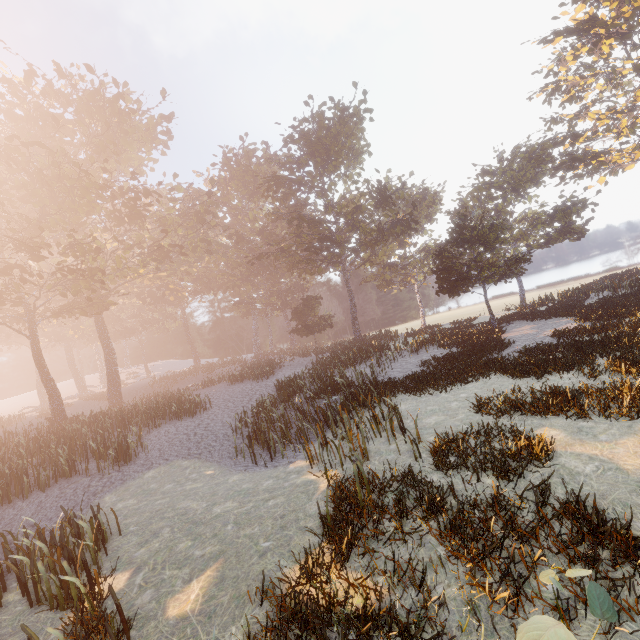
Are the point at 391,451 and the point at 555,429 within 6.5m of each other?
yes
